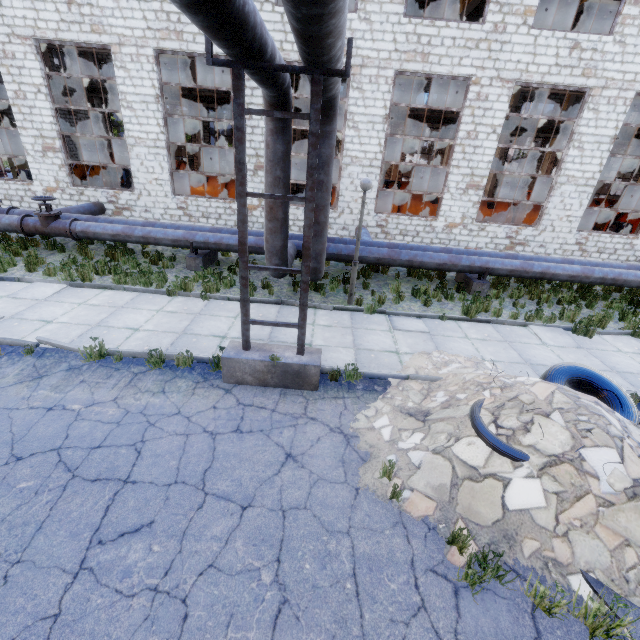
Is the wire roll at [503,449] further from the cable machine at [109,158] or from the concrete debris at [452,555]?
the cable machine at [109,158]

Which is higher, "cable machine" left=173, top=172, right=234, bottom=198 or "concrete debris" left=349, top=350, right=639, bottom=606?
"cable machine" left=173, top=172, right=234, bottom=198

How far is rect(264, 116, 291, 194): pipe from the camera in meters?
6.6

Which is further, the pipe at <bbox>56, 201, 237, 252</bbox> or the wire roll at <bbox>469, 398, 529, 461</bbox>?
the pipe at <bbox>56, 201, 237, 252</bbox>

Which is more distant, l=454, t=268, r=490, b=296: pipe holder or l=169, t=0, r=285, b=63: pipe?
l=454, t=268, r=490, b=296: pipe holder

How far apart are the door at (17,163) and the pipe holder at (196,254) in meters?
22.1 m

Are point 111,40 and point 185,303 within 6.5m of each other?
no

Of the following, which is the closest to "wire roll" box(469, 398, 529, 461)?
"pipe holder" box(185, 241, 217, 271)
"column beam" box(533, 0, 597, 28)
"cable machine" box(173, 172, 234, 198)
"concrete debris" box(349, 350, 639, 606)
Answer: "concrete debris" box(349, 350, 639, 606)
